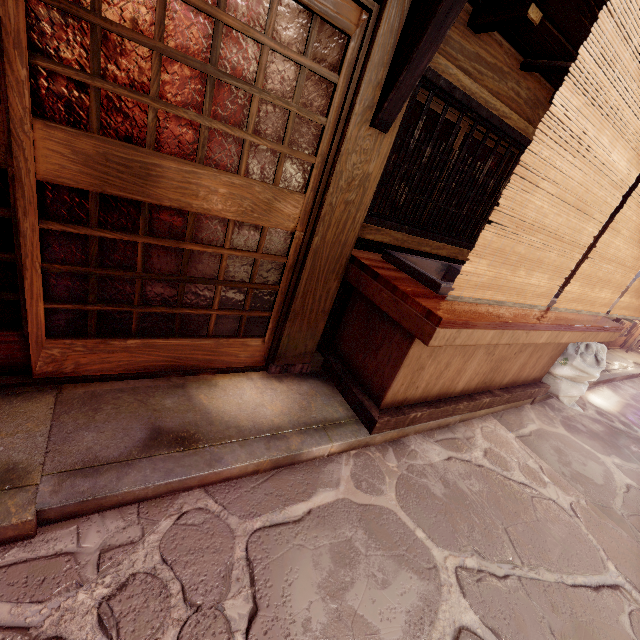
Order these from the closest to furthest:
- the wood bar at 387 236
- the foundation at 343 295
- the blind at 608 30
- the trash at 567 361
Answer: the blind at 608 30
the wood bar at 387 236
the foundation at 343 295
the trash at 567 361

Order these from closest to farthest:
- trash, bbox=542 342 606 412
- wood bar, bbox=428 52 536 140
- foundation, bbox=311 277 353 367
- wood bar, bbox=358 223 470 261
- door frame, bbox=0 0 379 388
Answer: door frame, bbox=0 0 379 388 < wood bar, bbox=428 52 536 140 < wood bar, bbox=358 223 470 261 < foundation, bbox=311 277 353 367 < trash, bbox=542 342 606 412

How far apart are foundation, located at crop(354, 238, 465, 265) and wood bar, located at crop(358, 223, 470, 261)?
0.2 meters

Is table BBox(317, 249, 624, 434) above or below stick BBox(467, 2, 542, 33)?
below

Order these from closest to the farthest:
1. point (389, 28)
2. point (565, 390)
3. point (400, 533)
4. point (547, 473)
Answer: point (389, 28) → point (400, 533) → point (547, 473) → point (565, 390)

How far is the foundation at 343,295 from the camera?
6.0m

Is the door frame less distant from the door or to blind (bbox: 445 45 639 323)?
the door

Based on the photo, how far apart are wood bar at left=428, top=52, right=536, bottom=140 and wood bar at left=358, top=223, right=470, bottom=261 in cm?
203
